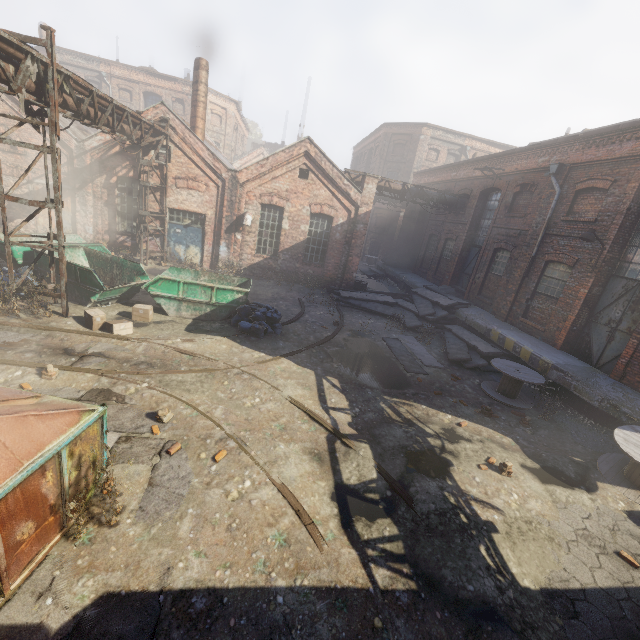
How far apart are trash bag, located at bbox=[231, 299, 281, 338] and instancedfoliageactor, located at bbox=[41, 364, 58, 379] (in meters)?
4.90

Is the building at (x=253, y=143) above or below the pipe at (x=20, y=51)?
above

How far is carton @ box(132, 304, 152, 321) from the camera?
10.2 meters

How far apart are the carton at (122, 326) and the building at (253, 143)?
41.6 meters

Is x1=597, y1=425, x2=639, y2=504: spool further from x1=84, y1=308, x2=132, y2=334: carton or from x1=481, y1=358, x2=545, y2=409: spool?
x1=84, y1=308, x2=132, y2=334: carton

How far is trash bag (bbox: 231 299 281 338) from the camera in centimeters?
1070cm

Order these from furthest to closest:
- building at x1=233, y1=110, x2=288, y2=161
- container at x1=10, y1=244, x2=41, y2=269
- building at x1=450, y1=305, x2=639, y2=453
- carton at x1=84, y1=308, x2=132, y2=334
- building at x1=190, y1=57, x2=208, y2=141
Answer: building at x1=233, y1=110, x2=288, y2=161, building at x1=190, y1=57, x2=208, y2=141, container at x1=10, y1=244, x2=41, y2=269, carton at x1=84, y1=308, x2=132, y2=334, building at x1=450, y1=305, x2=639, y2=453

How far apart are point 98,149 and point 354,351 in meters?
15.3 m
